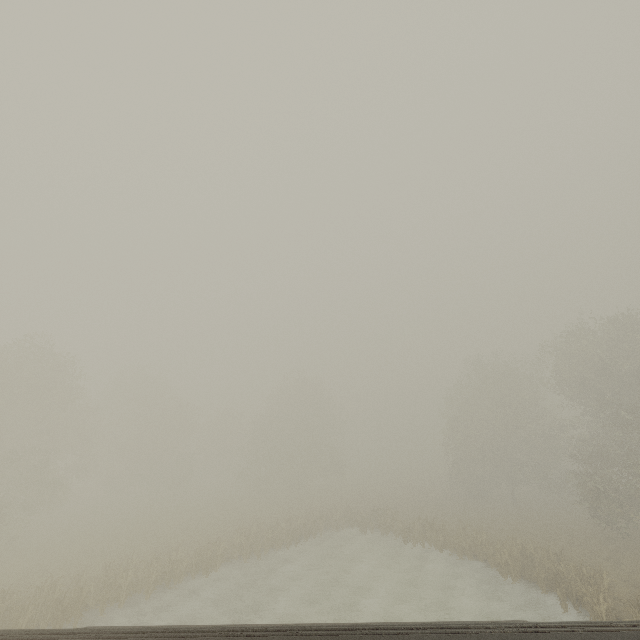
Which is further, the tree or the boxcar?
the tree

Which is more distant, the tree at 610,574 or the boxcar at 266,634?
the tree at 610,574

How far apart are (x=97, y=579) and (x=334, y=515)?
19.1 meters
